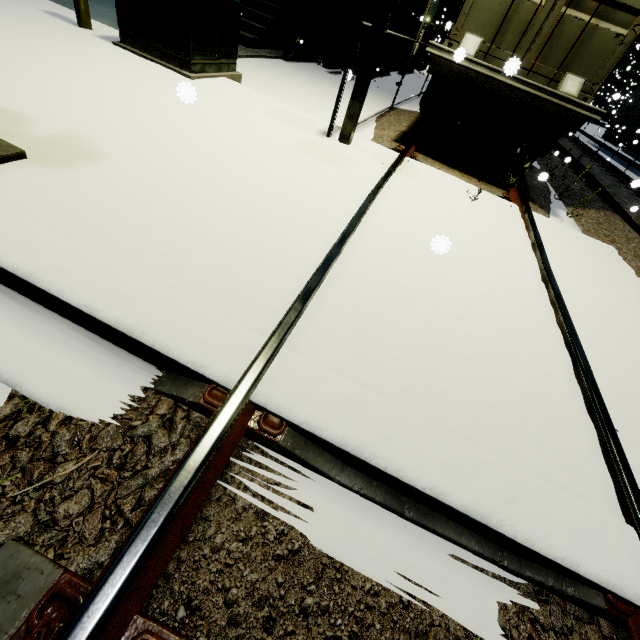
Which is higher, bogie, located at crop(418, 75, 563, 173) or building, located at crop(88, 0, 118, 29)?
bogie, located at crop(418, 75, 563, 173)

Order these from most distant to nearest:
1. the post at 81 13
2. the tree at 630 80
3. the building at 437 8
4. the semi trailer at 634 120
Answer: the tree at 630 80 < the building at 437 8 < the semi trailer at 634 120 < the post at 81 13

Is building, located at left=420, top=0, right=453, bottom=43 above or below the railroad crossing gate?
above

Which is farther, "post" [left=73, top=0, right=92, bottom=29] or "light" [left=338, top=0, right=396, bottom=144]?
"post" [left=73, top=0, right=92, bottom=29]

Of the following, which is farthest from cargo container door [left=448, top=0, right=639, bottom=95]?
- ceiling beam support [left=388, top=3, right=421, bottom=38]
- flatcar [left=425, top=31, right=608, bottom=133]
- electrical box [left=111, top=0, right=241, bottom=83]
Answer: ceiling beam support [left=388, top=3, right=421, bottom=38]

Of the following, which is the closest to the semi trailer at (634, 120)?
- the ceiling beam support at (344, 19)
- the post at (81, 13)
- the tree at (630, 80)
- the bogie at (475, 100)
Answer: the ceiling beam support at (344, 19)

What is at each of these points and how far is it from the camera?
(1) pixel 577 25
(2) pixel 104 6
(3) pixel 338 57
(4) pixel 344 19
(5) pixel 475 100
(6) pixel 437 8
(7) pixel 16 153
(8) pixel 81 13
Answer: (1) cargo container door, 4.7 meters
(2) building, 7.4 meters
(3) steel beam, 10.4 meters
(4) ceiling beam support, 11.5 meters
(5) bogie, 6.5 meters
(6) building, 31.6 meters
(7) railroad crossing gate, 2.3 meters
(8) post, 5.3 meters

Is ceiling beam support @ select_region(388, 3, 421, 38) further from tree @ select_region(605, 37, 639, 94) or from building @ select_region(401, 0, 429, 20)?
tree @ select_region(605, 37, 639, 94)
